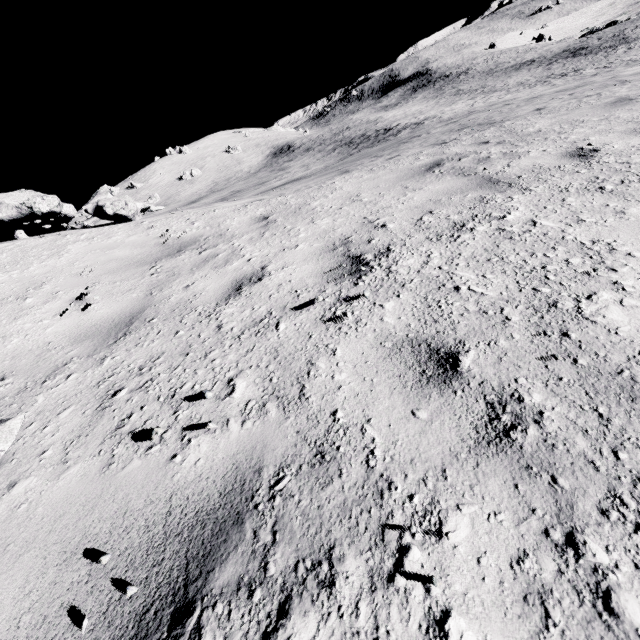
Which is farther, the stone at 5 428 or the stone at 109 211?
the stone at 109 211

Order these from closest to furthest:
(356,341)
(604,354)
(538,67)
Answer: (604,354) → (356,341) → (538,67)

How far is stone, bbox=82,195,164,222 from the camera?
5.2m

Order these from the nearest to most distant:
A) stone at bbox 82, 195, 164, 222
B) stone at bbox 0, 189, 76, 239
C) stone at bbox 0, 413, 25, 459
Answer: stone at bbox 0, 413, 25, 459, stone at bbox 82, 195, 164, 222, stone at bbox 0, 189, 76, 239

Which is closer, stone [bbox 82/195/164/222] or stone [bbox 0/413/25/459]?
stone [bbox 0/413/25/459]

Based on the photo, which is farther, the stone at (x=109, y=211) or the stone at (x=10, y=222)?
the stone at (x=10, y=222)

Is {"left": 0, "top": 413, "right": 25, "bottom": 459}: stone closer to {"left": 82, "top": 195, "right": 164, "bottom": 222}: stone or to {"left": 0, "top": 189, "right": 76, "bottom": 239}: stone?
{"left": 82, "top": 195, "right": 164, "bottom": 222}: stone
